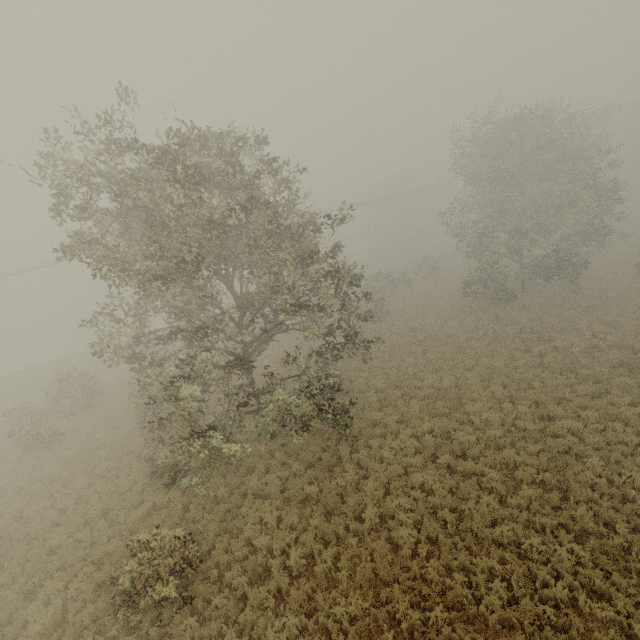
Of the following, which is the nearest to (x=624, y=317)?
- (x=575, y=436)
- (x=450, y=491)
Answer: (x=575, y=436)

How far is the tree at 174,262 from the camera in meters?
9.3

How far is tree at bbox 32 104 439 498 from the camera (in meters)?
9.30
